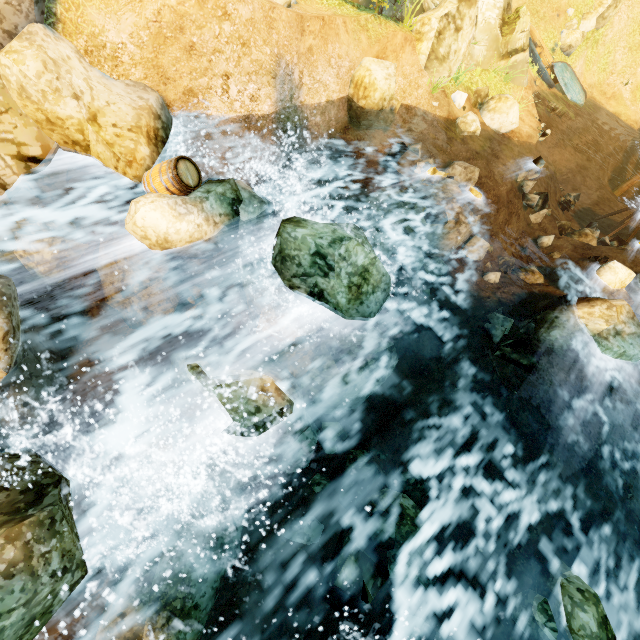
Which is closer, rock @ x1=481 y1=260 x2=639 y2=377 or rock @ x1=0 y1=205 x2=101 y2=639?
rock @ x1=0 y1=205 x2=101 y2=639

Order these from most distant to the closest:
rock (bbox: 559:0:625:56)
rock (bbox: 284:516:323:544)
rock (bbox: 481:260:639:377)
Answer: rock (bbox: 559:0:625:56) < rock (bbox: 481:260:639:377) < rock (bbox: 284:516:323:544)

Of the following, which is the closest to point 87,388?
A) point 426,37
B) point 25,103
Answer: point 25,103

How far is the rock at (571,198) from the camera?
16.23m

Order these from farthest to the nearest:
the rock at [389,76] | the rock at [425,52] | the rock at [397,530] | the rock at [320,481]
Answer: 1. the rock at [425,52]
2. the rock at [389,76]
3. the rock at [320,481]
4. the rock at [397,530]

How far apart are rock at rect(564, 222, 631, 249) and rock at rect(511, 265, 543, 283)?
2.7m

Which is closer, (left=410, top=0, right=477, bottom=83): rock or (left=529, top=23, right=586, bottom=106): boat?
(left=410, top=0, right=477, bottom=83): rock

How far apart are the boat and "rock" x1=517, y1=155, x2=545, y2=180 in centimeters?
1170cm
